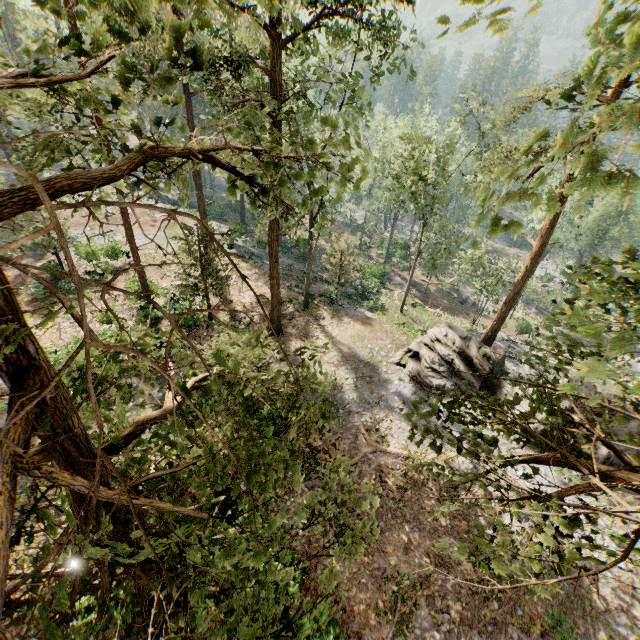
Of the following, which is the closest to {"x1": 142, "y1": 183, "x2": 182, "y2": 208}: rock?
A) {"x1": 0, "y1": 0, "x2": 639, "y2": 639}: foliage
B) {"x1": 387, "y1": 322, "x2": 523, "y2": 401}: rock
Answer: {"x1": 0, "y1": 0, "x2": 639, "y2": 639}: foliage

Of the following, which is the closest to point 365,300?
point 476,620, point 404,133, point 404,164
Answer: point 404,164

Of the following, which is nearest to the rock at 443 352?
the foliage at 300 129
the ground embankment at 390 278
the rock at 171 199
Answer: the foliage at 300 129

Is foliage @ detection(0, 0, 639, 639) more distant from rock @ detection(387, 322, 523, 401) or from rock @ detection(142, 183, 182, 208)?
rock @ detection(142, 183, 182, 208)

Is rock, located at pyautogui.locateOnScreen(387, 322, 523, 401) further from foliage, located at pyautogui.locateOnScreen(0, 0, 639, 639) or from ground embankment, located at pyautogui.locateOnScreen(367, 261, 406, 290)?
ground embankment, located at pyautogui.locateOnScreen(367, 261, 406, 290)

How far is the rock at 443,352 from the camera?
20.4m

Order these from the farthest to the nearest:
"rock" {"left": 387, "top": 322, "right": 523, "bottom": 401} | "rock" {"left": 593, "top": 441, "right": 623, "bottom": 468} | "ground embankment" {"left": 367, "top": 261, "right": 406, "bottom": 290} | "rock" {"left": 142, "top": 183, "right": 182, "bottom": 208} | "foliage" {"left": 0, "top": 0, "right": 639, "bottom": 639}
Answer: "rock" {"left": 142, "top": 183, "right": 182, "bottom": 208} → "ground embankment" {"left": 367, "top": 261, "right": 406, "bottom": 290} → "rock" {"left": 387, "top": 322, "right": 523, "bottom": 401} → "rock" {"left": 593, "top": 441, "right": 623, "bottom": 468} → "foliage" {"left": 0, "top": 0, "right": 639, "bottom": 639}

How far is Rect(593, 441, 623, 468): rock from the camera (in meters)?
16.61
